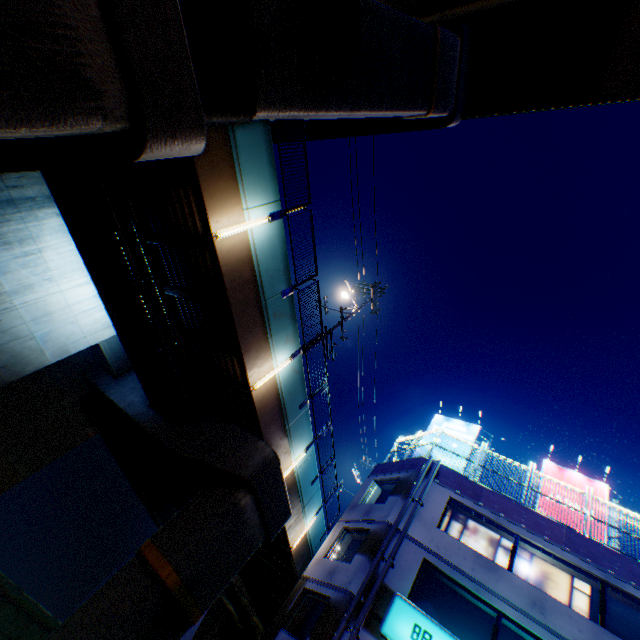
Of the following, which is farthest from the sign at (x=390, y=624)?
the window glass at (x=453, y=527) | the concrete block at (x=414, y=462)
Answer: the concrete block at (x=414, y=462)

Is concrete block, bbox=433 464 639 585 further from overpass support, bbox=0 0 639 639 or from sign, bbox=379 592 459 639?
overpass support, bbox=0 0 639 639

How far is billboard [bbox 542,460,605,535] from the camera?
15.64m

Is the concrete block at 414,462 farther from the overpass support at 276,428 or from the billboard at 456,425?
the overpass support at 276,428

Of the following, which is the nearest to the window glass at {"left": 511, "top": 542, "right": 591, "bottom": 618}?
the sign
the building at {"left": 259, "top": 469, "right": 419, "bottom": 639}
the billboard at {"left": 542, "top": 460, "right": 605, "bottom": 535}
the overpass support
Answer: the building at {"left": 259, "top": 469, "right": 419, "bottom": 639}

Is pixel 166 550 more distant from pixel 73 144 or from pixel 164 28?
pixel 164 28

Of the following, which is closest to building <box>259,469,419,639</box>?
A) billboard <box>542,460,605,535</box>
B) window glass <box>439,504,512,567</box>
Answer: window glass <box>439,504,512,567</box>

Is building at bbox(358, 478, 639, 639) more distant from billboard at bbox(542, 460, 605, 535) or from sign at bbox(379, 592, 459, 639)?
billboard at bbox(542, 460, 605, 535)
